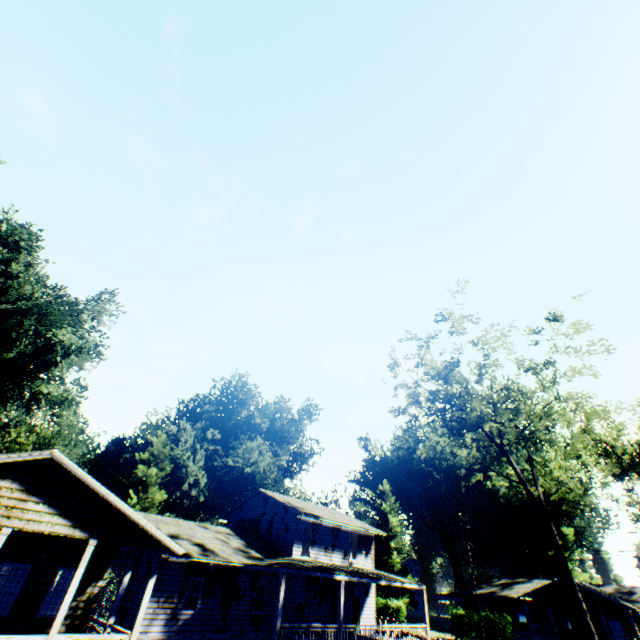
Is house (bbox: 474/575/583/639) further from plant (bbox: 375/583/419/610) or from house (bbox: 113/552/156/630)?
house (bbox: 113/552/156/630)

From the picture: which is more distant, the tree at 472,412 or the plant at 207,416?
the plant at 207,416

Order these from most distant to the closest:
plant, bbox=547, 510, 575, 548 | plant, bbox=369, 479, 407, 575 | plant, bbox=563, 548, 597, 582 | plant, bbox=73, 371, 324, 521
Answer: plant, bbox=547, 510, 575, 548
plant, bbox=563, 548, 597, 582
plant, bbox=369, 479, 407, 575
plant, bbox=73, 371, 324, 521

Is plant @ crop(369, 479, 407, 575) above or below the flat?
above

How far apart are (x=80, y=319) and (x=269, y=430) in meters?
29.4

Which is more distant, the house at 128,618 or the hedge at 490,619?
the hedge at 490,619

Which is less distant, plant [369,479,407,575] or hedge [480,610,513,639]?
hedge [480,610,513,639]

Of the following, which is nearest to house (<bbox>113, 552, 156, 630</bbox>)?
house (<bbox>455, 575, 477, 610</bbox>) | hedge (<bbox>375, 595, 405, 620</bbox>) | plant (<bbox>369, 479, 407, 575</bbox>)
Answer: hedge (<bbox>375, 595, 405, 620</bbox>)
